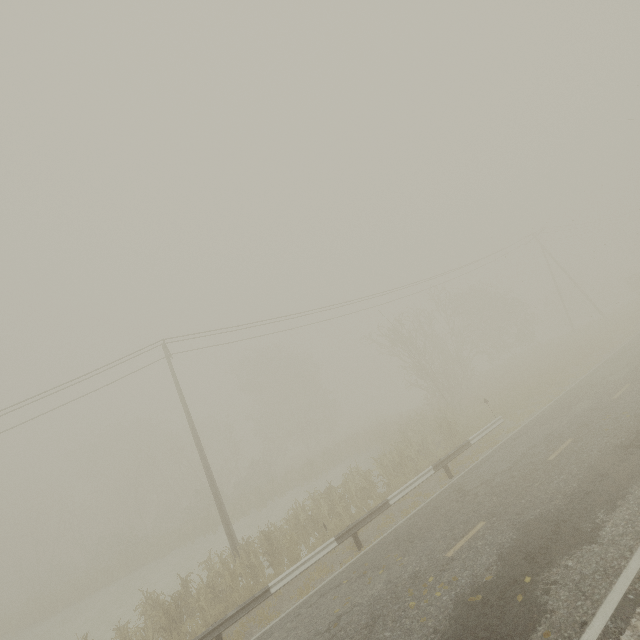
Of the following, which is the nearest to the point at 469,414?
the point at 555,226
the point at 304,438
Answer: the point at 555,226
